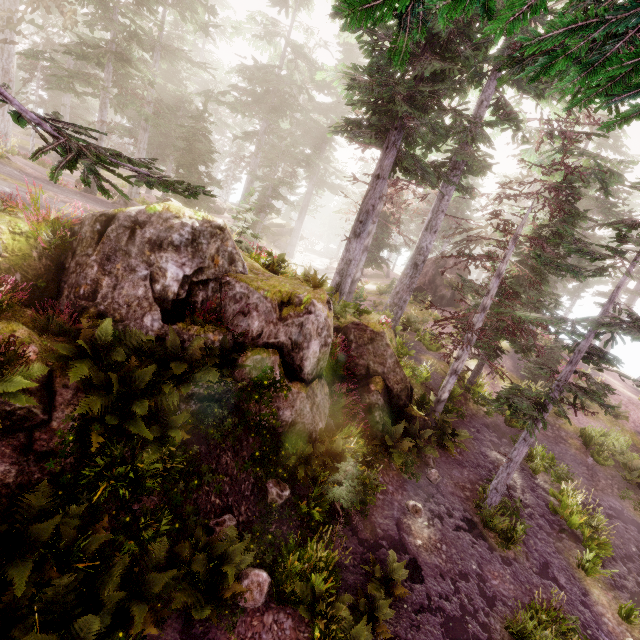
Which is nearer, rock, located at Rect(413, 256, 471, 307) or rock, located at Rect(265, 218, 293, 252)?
rock, located at Rect(413, 256, 471, 307)

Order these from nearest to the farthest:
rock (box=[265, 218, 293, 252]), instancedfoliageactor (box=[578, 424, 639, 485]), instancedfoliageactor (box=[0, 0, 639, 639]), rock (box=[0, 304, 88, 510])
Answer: instancedfoliageactor (box=[0, 0, 639, 639])
rock (box=[0, 304, 88, 510])
instancedfoliageactor (box=[578, 424, 639, 485])
rock (box=[265, 218, 293, 252])

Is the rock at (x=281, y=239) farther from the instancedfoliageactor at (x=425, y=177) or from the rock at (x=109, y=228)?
the rock at (x=109, y=228)

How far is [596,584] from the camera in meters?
9.7

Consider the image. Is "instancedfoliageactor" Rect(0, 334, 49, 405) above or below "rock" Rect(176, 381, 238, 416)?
above

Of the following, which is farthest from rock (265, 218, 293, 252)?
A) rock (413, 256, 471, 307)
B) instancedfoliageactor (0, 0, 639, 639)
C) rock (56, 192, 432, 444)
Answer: rock (56, 192, 432, 444)

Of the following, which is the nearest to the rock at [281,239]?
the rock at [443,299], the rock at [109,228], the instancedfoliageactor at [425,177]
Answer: the instancedfoliageactor at [425,177]
